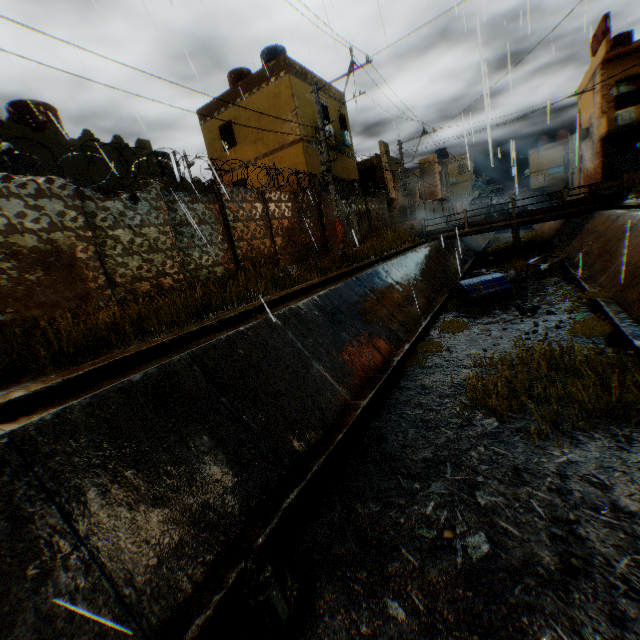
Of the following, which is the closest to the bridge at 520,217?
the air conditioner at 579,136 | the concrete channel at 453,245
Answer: the concrete channel at 453,245

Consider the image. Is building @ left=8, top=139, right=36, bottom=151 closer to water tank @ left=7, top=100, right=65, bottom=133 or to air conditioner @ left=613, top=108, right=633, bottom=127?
air conditioner @ left=613, top=108, right=633, bottom=127

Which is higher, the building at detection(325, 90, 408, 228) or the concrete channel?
the building at detection(325, 90, 408, 228)

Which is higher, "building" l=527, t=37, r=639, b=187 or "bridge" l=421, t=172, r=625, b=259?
"building" l=527, t=37, r=639, b=187

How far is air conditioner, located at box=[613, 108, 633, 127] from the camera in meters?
20.7 m

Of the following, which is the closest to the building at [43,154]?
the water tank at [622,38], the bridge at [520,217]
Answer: the water tank at [622,38]

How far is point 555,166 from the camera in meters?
57.3 m

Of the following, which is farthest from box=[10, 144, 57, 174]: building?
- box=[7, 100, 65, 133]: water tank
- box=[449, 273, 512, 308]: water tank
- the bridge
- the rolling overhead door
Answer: box=[449, 273, 512, 308]: water tank
